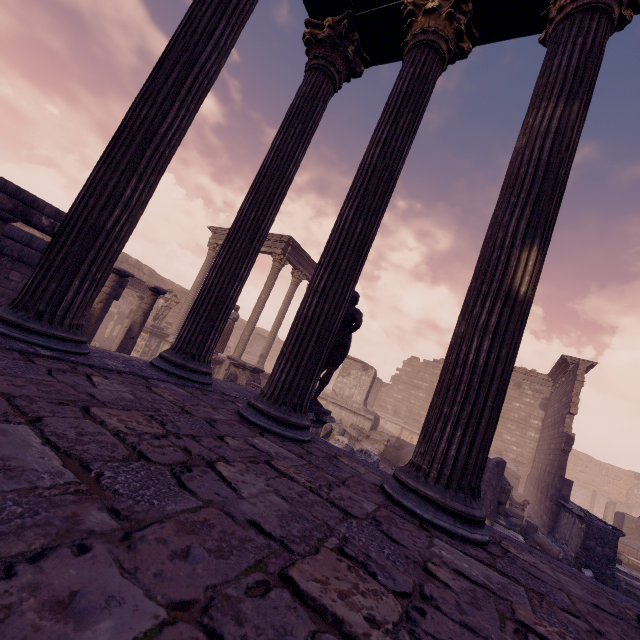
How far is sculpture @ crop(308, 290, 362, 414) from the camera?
5.9m

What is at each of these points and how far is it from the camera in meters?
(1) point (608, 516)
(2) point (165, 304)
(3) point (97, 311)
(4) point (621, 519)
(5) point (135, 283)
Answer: (1) building debris, 18.3 m
(2) sculpture, 16.3 m
(3) column, 7.7 m
(4) pedestal, 13.6 m
(5) entablature, 15.6 m

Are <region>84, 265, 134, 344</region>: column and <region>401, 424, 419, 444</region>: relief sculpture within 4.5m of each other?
no

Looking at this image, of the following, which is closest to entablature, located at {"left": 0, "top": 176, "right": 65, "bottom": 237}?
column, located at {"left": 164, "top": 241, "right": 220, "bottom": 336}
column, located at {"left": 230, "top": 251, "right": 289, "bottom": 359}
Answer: column, located at {"left": 230, "top": 251, "right": 289, "bottom": 359}

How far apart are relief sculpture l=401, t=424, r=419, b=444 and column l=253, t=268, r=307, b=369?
11.8m

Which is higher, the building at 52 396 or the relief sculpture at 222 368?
the building at 52 396

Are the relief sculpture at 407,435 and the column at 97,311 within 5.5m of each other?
no

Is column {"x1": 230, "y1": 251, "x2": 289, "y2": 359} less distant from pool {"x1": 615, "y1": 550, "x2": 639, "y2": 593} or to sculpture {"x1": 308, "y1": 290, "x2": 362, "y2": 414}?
sculpture {"x1": 308, "y1": 290, "x2": 362, "y2": 414}
